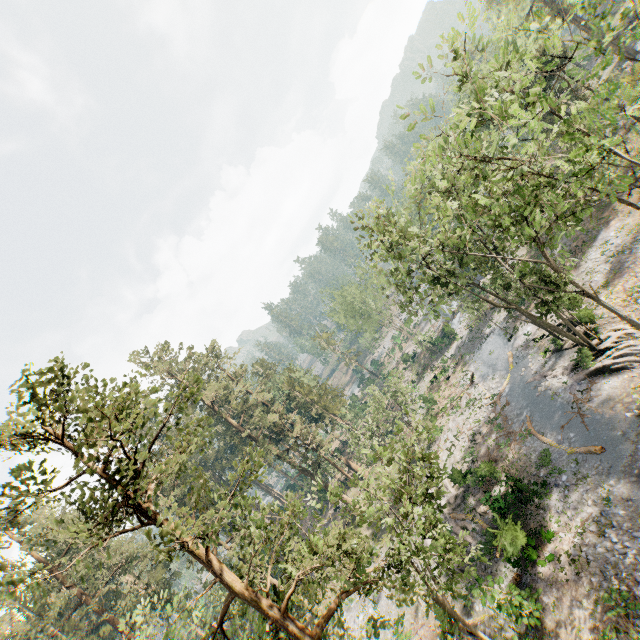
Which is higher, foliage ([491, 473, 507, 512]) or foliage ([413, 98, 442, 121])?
foliage ([413, 98, 442, 121])

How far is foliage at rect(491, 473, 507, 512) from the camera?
21.5m

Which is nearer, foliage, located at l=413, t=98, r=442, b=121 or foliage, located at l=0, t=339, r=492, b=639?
foliage, located at l=0, t=339, r=492, b=639

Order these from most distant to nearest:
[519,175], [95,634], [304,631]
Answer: [95,634]
[519,175]
[304,631]

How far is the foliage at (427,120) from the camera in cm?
1410

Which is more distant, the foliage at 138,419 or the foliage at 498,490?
the foliage at 498,490

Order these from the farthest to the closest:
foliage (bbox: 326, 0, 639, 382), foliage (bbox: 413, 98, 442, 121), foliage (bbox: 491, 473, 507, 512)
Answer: foliage (bbox: 491, 473, 507, 512)
foliage (bbox: 413, 98, 442, 121)
foliage (bbox: 326, 0, 639, 382)
